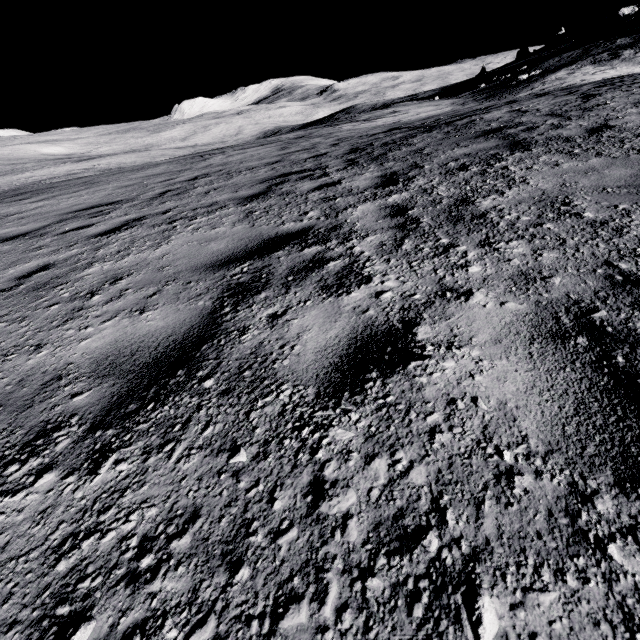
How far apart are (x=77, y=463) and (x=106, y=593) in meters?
0.6
